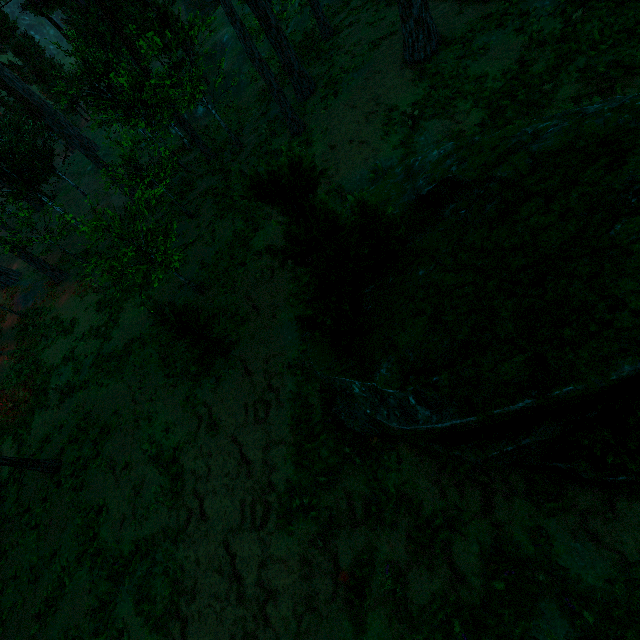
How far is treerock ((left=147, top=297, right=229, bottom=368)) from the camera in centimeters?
1066cm

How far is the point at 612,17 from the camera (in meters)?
10.11

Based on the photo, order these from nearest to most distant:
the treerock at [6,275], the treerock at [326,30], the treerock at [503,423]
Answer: the treerock at [503,423]
the treerock at [326,30]
the treerock at [6,275]

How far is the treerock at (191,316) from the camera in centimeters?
1066cm

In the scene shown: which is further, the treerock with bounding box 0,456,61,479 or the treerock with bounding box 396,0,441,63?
the treerock with bounding box 396,0,441,63

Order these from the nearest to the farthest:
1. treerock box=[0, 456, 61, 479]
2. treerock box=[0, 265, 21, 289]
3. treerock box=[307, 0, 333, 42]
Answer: treerock box=[0, 456, 61, 479] < treerock box=[307, 0, 333, 42] < treerock box=[0, 265, 21, 289]
